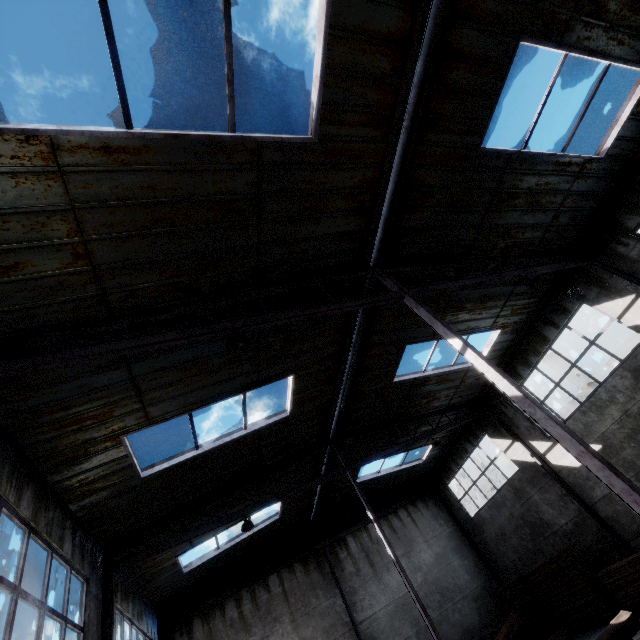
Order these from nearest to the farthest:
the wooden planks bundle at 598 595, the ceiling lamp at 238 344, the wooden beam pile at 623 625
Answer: the ceiling lamp at 238 344 → the wooden beam pile at 623 625 → the wooden planks bundle at 598 595

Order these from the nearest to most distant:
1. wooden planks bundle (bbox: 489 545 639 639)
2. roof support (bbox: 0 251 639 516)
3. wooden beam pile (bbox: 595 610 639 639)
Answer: roof support (bbox: 0 251 639 516) → wooden beam pile (bbox: 595 610 639 639) → wooden planks bundle (bbox: 489 545 639 639)

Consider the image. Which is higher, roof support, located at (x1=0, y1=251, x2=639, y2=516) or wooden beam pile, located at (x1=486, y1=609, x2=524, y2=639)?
roof support, located at (x1=0, y1=251, x2=639, y2=516)

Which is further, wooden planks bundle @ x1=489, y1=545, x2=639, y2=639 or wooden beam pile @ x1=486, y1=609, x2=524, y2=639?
wooden planks bundle @ x1=489, y1=545, x2=639, y2=639

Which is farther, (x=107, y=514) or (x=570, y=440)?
(x=107, y=514)

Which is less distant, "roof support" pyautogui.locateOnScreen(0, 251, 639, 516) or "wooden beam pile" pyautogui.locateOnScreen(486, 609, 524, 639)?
"roof support" pyautogui.locateOnScreen(0, 251, 639, 516)

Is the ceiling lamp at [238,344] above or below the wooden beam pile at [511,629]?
above

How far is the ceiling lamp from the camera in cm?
548
